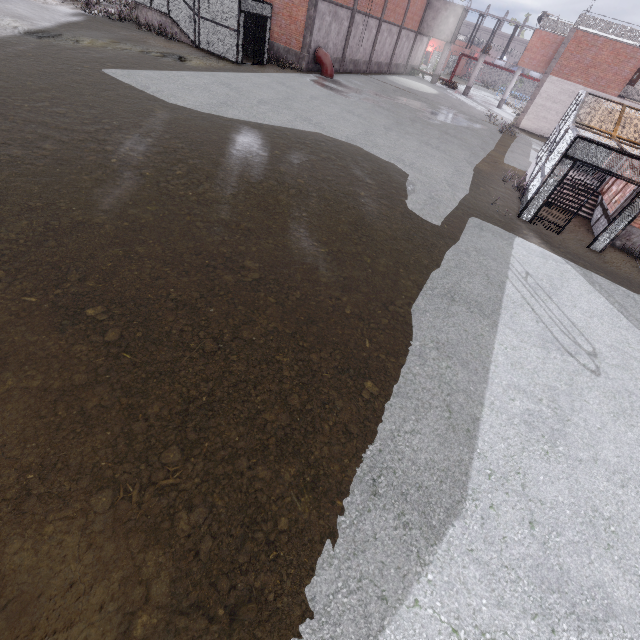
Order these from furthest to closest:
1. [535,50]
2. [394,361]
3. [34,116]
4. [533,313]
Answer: [535,50]
[34,116]
[533,313]
[394,361]

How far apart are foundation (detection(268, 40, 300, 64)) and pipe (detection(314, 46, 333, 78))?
1.1 meters

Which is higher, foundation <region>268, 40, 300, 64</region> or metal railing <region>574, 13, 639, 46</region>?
metal railing <region>574, 13, 639, 46</region>

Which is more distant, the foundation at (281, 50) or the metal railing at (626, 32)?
the metal railing at (626, 32)

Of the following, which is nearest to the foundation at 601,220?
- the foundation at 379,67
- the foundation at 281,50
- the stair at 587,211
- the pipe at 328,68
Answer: the stair at 587,211

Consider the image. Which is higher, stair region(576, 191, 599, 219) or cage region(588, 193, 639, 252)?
cage region(588, 193, 639, 252)

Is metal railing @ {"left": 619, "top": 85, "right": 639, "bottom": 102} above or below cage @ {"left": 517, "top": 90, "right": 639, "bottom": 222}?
above

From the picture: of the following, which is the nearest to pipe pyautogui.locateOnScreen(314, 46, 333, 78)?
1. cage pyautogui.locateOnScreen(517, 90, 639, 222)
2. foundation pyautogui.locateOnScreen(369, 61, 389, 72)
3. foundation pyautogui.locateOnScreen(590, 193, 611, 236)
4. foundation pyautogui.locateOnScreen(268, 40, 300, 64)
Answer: foundation pyautogui.locateOnScreen(268, 40, 300, 64)
